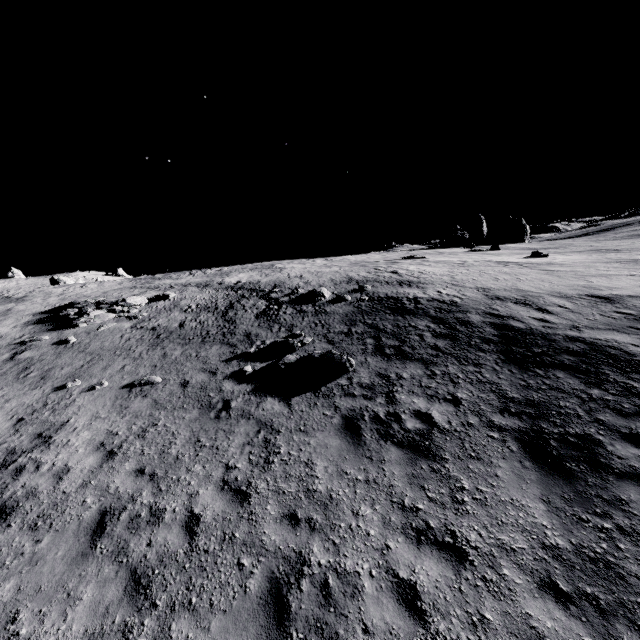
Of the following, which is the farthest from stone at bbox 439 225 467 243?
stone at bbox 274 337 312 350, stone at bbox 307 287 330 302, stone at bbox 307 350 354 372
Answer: stone at bbox 307 350 354 372

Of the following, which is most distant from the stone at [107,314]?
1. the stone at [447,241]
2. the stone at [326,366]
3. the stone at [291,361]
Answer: the stone at [447,241]

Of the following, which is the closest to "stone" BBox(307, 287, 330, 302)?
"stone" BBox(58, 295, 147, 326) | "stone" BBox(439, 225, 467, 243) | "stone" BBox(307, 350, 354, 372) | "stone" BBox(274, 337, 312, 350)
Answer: "stone" BBox(274, 337, 312, 350)

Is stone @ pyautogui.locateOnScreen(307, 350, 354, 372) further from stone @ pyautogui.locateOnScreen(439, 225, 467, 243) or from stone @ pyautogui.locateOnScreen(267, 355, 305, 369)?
stone @ pyautogui.locateOnScreen(439, 225, 467, 243)

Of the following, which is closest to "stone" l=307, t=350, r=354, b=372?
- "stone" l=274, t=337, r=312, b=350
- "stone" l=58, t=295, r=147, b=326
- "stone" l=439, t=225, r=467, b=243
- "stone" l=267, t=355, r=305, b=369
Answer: "stone" l=267, t=355, r=305, b=369

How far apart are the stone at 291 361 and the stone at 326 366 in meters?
0.2 m

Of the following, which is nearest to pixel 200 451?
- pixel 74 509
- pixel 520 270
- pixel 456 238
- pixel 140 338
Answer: pixel 74 509

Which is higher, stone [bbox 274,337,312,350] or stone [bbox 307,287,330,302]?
stone [bbox 307,287,330,302]
